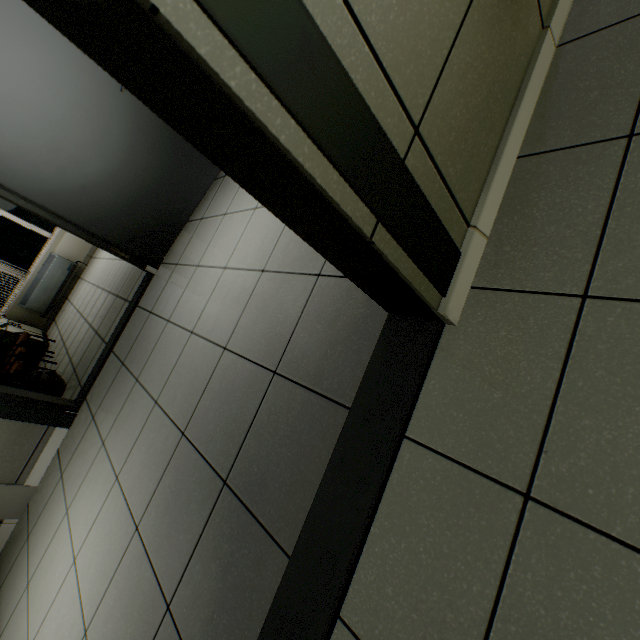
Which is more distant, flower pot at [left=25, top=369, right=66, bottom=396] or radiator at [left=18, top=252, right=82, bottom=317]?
radiator at [left=18, top=252, right=82, bottom=317]

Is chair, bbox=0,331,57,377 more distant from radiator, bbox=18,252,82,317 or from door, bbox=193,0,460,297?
door, bbox=193,0,460,297

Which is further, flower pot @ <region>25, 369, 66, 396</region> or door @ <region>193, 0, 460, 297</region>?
flower pot @ <region>25, 369, 66, 396</region>

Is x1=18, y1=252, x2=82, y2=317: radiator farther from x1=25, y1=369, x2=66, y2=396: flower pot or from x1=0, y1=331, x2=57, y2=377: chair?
x1=25, y1=369, x2=66, y2=396: flower pot

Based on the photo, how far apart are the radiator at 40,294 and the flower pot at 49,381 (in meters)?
3.68

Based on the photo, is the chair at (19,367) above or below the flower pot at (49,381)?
above

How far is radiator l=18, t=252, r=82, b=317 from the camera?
6.4 meters

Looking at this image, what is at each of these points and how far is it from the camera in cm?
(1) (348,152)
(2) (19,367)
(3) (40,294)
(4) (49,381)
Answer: (1) door, 60
(2) chair, 394
(3) radiator, 644
(4) flower pot, 356
